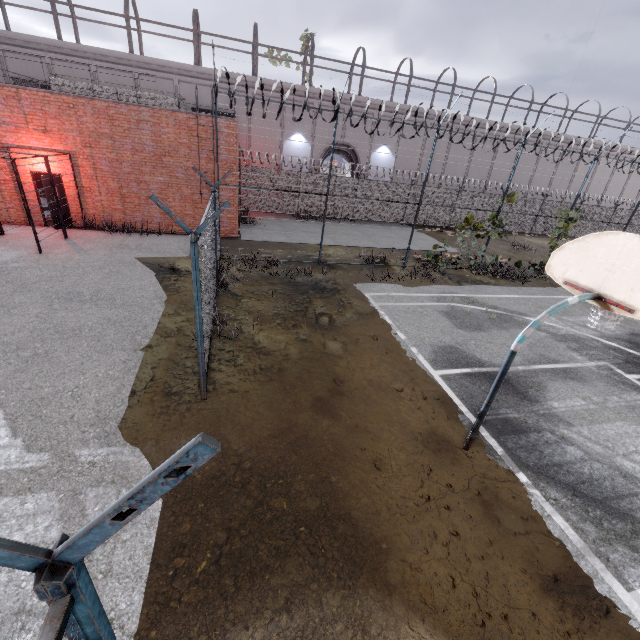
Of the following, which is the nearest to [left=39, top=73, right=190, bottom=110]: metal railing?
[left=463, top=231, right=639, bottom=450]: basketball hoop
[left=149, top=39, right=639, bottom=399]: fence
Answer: [left=149, top=39, right=639, bottom=399]: fence

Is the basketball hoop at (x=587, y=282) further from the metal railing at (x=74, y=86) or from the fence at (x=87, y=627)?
the metal railing at (x=74, y=86)

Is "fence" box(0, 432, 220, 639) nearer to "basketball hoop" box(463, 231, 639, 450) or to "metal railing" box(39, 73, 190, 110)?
"metal railing" box(39, 73, 190, 110)

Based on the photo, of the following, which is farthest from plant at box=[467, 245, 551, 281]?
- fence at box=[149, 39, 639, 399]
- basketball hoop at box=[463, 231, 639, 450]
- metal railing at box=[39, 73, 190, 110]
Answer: metal railing at box=[39, 73, 190, 110]

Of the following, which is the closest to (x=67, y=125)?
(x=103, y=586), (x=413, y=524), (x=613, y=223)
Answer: (x=103, y=586)

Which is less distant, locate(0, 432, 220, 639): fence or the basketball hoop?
locate(0, 432, 220, 639): fence

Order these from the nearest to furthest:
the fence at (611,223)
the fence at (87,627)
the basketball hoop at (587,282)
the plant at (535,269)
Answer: the fence at (87,627) < the basketball hoop at (587,282) < the fence at (611,223) < the plant at (535,269)

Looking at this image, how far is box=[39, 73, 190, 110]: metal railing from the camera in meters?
12.7 m
